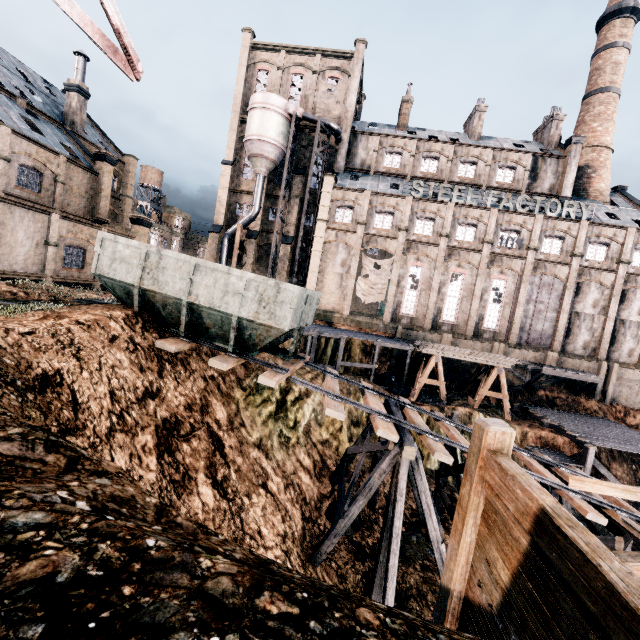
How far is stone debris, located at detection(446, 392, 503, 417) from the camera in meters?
25.6

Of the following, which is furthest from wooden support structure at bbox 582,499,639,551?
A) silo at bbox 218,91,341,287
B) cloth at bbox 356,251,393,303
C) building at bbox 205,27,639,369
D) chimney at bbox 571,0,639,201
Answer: chimney at bbox 571,0,639,201

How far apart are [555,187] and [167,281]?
44.64m

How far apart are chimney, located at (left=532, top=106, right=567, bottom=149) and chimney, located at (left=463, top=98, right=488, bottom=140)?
7.6m

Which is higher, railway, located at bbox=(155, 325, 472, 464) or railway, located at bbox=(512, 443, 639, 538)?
railway, located at bbox=(155, 325, 472, 464)

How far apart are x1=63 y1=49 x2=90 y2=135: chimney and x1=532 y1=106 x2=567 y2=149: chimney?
52.7 meters

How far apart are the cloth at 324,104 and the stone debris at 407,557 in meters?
41.6 m

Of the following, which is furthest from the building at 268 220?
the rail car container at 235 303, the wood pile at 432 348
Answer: the rail car container at 235 303
